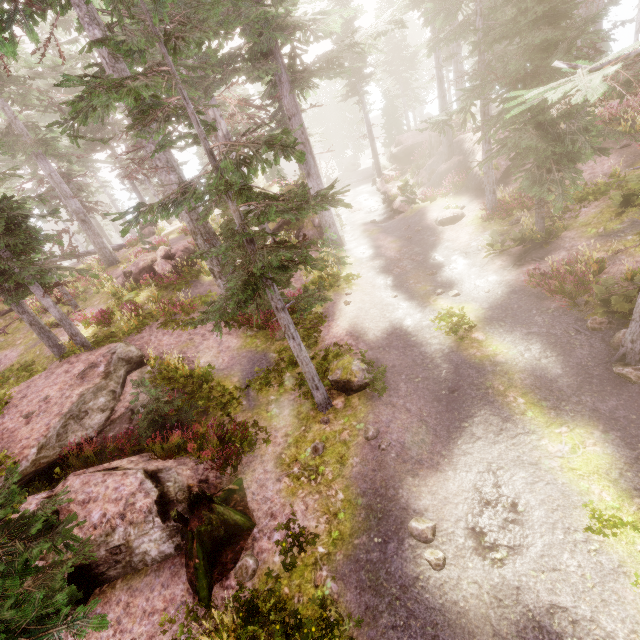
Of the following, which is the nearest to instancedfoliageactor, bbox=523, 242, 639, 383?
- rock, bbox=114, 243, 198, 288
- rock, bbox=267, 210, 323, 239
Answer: rock, bbox=267, 210, 323, 239

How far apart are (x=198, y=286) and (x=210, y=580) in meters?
14.9

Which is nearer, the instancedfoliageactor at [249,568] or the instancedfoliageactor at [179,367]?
the instancedfoliageactor at [249,568]

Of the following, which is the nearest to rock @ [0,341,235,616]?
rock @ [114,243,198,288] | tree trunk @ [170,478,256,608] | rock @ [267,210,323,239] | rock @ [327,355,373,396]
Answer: tree trunk @ [170,478,256,608]

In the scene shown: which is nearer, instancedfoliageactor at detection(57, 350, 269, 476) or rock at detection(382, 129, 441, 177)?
instancedfoliageactor at detection(57, 350, 269, 476)

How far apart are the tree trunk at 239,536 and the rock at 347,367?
3.52m

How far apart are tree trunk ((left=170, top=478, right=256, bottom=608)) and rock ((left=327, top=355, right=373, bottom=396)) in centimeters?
352cm

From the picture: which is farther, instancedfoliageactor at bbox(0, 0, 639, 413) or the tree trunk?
the tree trunk
